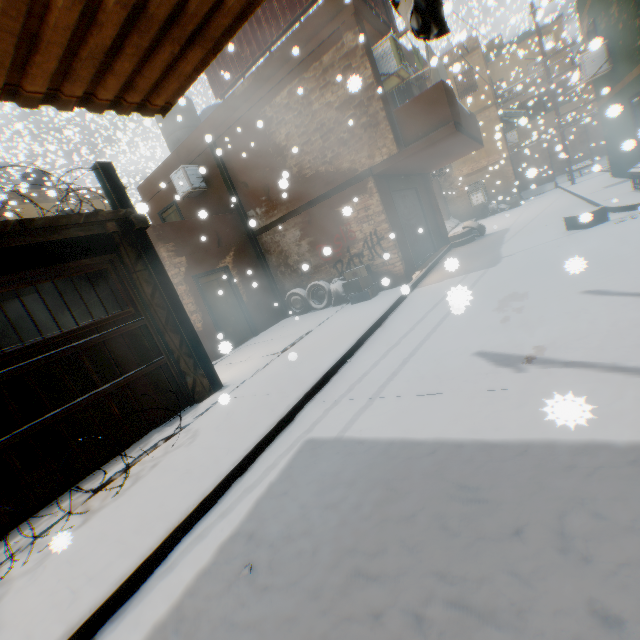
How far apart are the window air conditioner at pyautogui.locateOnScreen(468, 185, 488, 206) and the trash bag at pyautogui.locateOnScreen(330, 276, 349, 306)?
15.5m

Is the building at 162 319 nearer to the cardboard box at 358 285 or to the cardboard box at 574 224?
the cardboard box at 358 285

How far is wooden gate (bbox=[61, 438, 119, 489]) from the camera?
4.47m

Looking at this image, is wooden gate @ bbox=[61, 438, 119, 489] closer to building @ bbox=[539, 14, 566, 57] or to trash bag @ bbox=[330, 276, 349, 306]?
building @ bbox=[539, 14, 566, 57]

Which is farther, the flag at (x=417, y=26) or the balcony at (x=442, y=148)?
the balcony at (x=442, y=148)

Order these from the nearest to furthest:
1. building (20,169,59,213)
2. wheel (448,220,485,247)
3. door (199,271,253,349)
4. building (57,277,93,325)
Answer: building (57,277,93,325) → door (199,271,253,349) → wheel (448,220,485,247) → building (20,169,59,213)

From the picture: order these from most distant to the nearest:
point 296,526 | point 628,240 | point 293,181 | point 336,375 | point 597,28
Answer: point 597,28 < point 293,181 < point 628,240 < point 336,375 < point 296,526

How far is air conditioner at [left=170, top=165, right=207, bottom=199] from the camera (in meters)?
11.08
